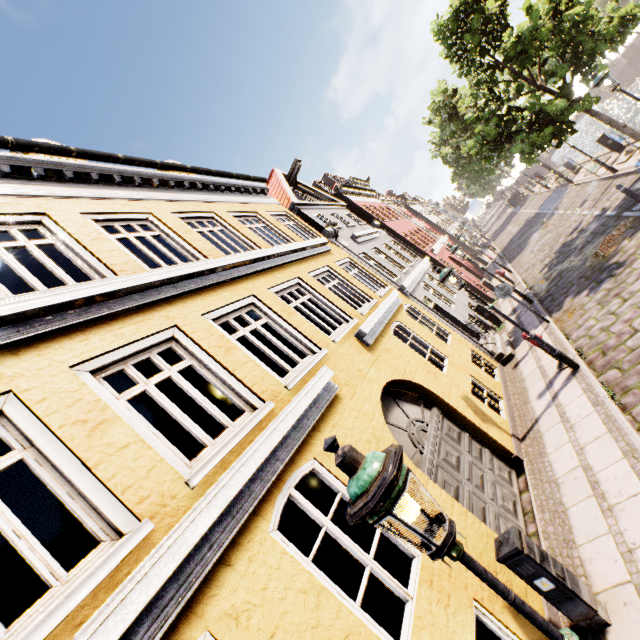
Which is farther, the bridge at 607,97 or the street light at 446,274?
the bridge at 607,97

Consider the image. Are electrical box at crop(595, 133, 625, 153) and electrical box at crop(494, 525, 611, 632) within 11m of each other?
no

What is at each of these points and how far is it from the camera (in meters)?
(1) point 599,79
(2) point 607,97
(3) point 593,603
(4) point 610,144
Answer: (1) street light, 8.86
(2) bridge, 45.88
(3) electrical box, 3.74
(4) electrical box, 16.00

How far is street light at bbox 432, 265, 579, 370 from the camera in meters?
7.4 m

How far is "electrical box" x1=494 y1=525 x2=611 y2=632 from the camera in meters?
3.7

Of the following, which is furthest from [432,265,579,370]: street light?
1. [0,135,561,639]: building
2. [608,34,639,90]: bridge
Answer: [608,34,639,90]: bridge

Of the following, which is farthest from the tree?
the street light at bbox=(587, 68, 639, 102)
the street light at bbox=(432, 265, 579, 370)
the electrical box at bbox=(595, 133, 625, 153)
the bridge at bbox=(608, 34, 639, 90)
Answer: the street light at bbox=(432, 265, 579, 370)

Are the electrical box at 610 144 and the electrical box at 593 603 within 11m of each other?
no
